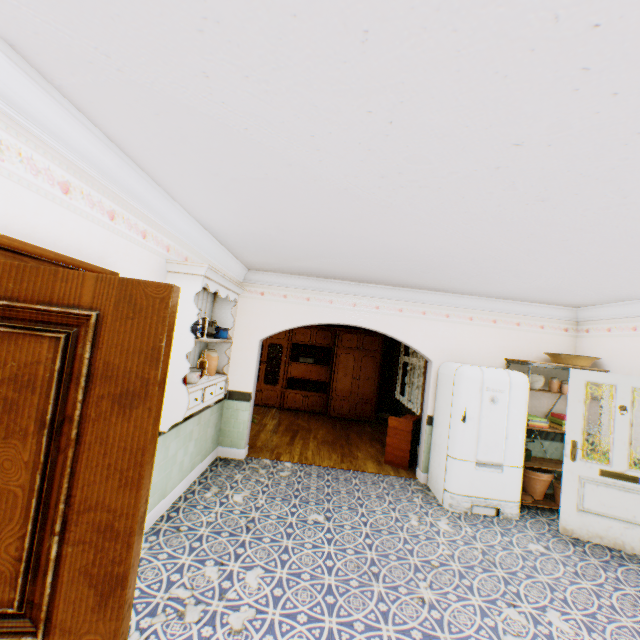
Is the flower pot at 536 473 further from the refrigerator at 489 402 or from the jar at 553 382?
the jar at 553 382

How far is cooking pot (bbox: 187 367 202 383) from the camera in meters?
3.2

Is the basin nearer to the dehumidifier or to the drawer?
the dehumidifier

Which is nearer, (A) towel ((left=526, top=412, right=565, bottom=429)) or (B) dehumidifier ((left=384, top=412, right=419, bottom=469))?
(A) towel ((left=526, top=412, right=565, bottom=429))

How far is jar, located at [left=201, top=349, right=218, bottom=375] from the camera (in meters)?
3.95

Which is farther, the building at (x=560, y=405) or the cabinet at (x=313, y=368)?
the cabinet at (x=313, y=368)

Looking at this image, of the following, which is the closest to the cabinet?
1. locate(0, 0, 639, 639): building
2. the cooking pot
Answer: locate(0, 0, 639, 639): building

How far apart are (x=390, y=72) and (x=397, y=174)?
0.7m
